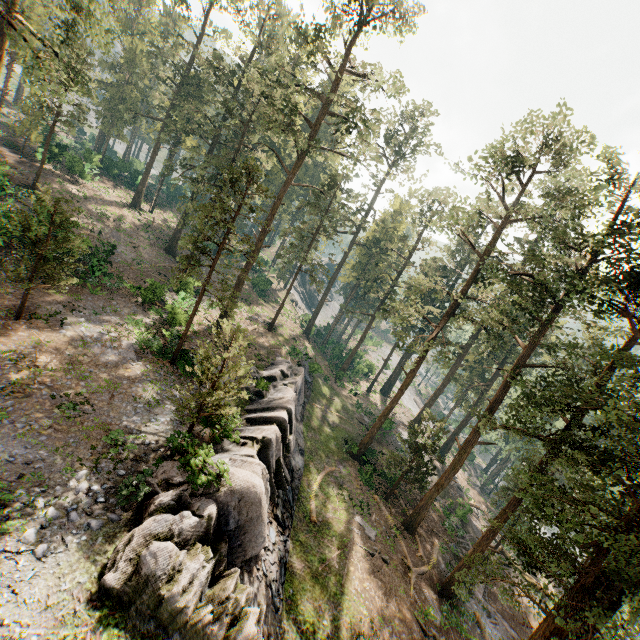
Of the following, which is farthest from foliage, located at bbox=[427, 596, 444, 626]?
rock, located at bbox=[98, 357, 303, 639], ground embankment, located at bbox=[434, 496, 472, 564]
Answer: rock, located at bbox=[98, 357, 303, 639]

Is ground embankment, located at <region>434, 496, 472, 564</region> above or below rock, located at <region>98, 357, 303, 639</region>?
below

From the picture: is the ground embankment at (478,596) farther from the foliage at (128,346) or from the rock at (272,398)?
the rock at (272,398)

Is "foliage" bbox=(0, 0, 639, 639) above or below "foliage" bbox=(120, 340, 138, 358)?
above

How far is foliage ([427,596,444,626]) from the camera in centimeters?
1952cm

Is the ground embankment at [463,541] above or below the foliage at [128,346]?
below

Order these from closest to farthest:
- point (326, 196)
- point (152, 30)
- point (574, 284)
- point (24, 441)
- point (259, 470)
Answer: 1. point (24, 441)
2. point (259, 470)
3. point (574, 284)
4. point (326, 196)
5. point (152, 30)

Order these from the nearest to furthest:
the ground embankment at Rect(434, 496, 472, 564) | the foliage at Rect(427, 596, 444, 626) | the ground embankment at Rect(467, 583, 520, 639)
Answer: the foliage at Rect(427, 596, 444, 626), the ground embankment at Rect(467, 583, 520, 639), the ground embankment at Rect(434, 496, 472, 564)
